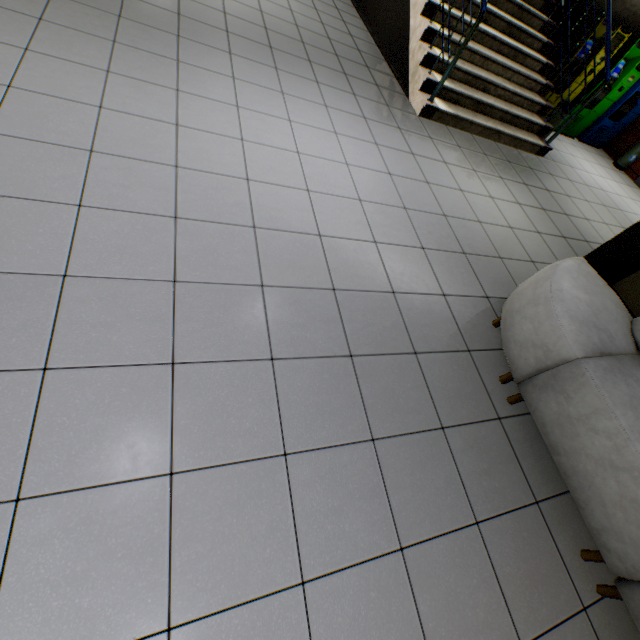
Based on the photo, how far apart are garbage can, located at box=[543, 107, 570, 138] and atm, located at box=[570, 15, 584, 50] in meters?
0.6 m

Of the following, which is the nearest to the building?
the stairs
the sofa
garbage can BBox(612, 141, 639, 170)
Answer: the stairs

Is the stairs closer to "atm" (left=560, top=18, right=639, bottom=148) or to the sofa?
"atm" (left=560, top=18, right=639, bottom=148)

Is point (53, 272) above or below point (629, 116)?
below

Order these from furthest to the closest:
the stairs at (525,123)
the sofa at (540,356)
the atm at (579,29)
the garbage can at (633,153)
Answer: the garbage can at (633,153), the atm at (579,29), the stairs at (525,123), the sofa at (540,356)

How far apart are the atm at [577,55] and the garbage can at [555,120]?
0.6m
